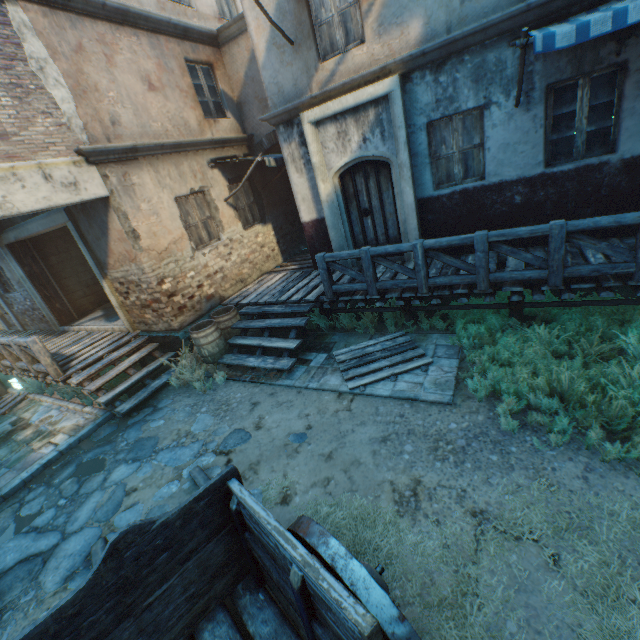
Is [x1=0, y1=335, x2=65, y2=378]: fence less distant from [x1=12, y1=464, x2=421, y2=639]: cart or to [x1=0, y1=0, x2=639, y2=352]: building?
[x1=0, y1=0, x2=639, y2=352]: building

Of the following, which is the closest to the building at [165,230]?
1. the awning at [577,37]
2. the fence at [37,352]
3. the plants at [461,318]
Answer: the awning at [577,37]

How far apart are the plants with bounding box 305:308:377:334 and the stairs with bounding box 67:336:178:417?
3.6 meters

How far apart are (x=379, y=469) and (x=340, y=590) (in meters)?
2.72

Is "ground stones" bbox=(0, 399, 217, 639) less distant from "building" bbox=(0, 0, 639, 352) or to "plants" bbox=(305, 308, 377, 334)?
"building" bbox=(0, 0, 639, 352)

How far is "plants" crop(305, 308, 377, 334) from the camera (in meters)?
7.28

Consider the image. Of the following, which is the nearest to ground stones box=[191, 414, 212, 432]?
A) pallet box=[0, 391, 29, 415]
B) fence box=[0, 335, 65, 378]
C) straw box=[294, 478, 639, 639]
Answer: straw box=[294, 478, 639, 639]

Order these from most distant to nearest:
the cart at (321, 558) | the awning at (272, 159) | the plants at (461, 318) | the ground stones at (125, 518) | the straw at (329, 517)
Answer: the awning at (272, 159)
the ground stones at (125, 518)
the plants at (461, 318)
the straw at (329, 517)
the cart at (321, 558)
